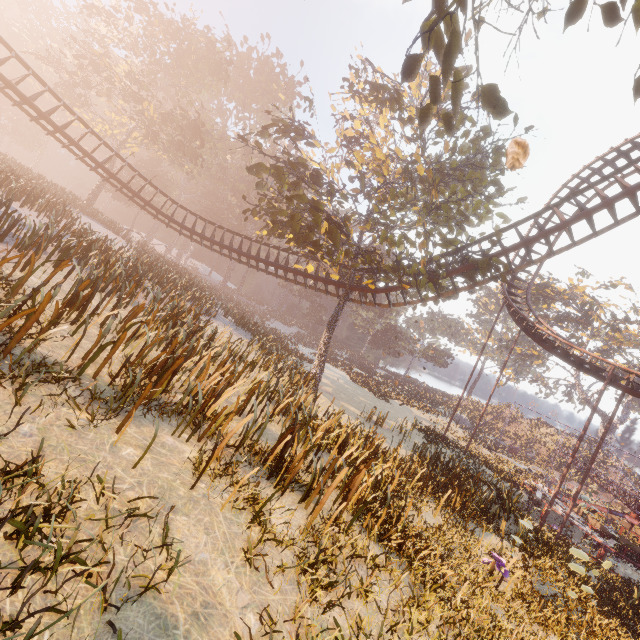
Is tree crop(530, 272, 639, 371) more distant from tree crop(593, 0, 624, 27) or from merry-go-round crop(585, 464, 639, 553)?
tree crop(593, 0, 624, 27)

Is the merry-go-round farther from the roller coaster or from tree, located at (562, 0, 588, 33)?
tree, located at (562, 0, 588, 33)

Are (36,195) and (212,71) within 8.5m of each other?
no

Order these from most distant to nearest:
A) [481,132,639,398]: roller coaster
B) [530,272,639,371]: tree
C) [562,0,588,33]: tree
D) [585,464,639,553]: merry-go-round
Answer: [530,272,639,371]: tree, [585,464,639,553]: merry-go-round, [481,132,639,398]: roller coaster, [562,0,588,33]: tree

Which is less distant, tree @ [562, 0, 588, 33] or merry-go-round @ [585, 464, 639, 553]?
tree @ [562, 0, 588, 33]

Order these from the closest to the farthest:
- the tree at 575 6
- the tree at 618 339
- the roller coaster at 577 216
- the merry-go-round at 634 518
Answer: the tree at 575 6 < the roller coaster at 577 216 < the merry-go-round at 634 518 < the tree at 618 339

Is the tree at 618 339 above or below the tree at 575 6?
above

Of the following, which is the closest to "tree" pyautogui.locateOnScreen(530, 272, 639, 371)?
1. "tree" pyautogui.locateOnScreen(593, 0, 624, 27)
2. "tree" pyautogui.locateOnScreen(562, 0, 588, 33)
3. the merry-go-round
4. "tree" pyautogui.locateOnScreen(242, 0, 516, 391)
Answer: the merry-go-round
